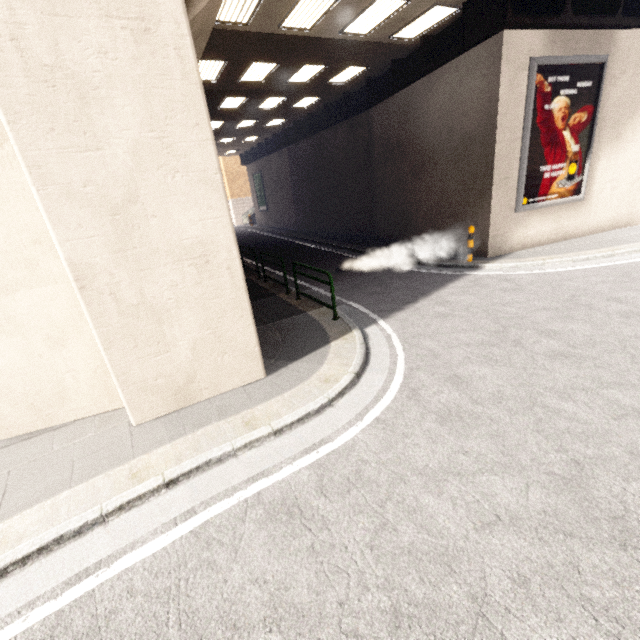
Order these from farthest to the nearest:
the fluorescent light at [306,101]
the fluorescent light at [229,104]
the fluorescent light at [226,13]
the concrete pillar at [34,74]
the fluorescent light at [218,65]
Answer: the fluorescent light at [306,101] → the fluorescent light at [229,104] → the fluorescent light at [218,65] → the fluorescent light at [226,13] → the concrete pillar at [34,74]

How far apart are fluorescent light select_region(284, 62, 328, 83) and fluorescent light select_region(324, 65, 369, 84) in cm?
92

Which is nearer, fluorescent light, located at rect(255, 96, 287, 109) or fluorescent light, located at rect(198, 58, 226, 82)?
fluorescent light, located at rect(198, 58, 226, 82)

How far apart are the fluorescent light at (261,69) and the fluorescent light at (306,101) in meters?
3.5

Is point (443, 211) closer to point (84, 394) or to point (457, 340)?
point (457, 340)

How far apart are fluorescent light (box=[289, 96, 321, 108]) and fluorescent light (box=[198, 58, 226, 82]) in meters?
5.1 m

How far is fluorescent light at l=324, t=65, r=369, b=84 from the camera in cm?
1255

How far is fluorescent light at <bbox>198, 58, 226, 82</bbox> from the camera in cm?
1027
